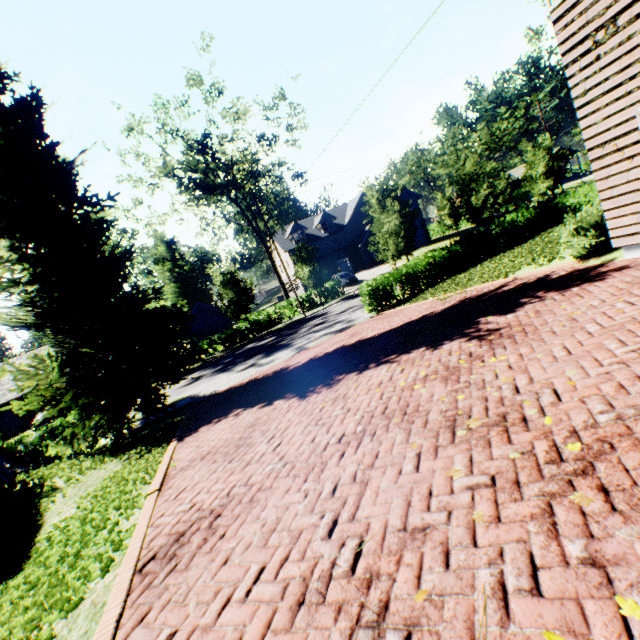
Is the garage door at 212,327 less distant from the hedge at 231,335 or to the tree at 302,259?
the hedge at 231,335

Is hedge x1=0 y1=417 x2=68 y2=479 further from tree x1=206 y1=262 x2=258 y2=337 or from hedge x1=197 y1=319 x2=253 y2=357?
hedge x1=197 y1=319 x2=253 y2=357

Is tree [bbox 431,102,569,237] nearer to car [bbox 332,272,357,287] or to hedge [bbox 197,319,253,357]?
hedge [bbox 197,319,253,357]

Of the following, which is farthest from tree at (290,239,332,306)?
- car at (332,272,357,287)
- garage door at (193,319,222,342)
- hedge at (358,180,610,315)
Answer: garage door at (193,319,222,342)

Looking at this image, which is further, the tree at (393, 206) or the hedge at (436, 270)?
the tree at (393, 206)

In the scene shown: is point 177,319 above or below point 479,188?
below

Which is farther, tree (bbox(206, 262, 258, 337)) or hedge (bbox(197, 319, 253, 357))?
hedge (bbox(197, 319, 253, 357))

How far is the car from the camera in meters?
37.4 m
